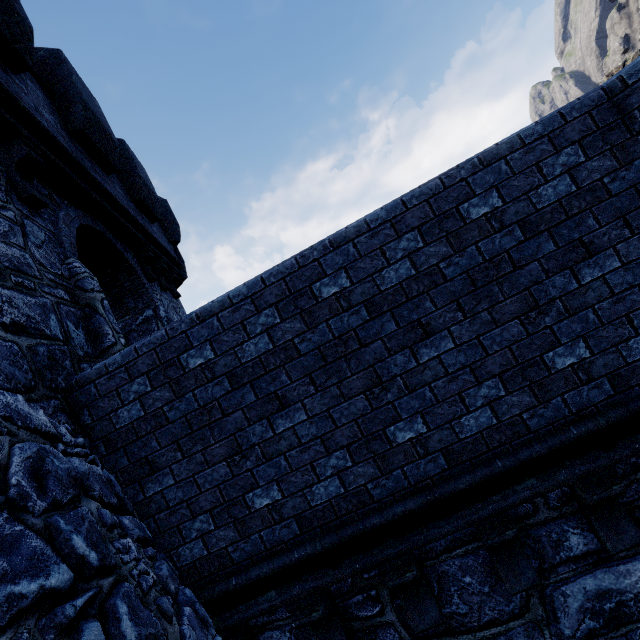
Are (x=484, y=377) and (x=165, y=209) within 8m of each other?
no
